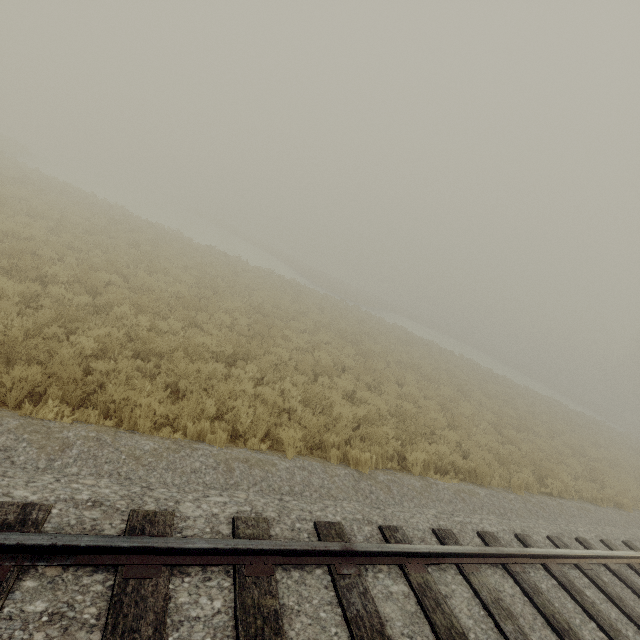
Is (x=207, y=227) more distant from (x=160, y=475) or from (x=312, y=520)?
(x=312, y=520)
